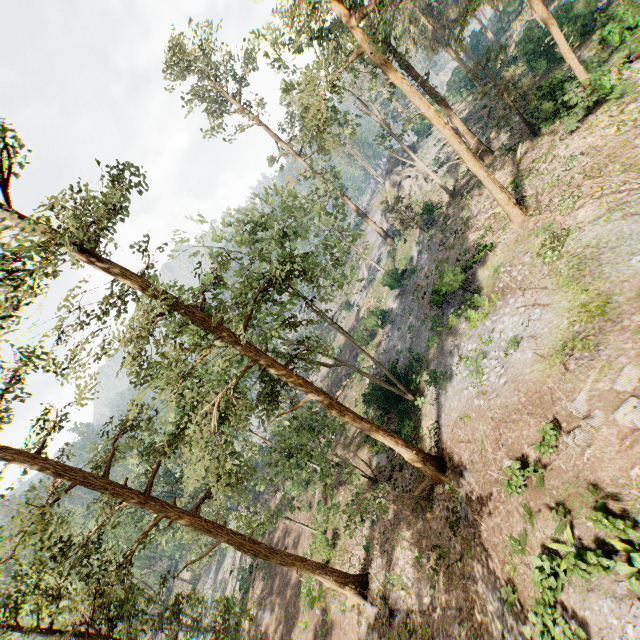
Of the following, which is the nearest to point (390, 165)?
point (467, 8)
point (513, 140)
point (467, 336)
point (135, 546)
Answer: point (513, 140)

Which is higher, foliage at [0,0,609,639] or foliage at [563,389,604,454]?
foliage at [0,0,609,639]

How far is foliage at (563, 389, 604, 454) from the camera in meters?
10.6 m

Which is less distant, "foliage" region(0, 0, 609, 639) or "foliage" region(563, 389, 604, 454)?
"foliage" region(563, 389, 604, 454)

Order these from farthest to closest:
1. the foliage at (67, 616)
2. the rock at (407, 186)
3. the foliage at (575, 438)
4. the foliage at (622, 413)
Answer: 1. the rock at (407, 186)
2. the foliage at (67, 616)
3. the foliage at (575, 438)
4. the foliage at (622, 413)

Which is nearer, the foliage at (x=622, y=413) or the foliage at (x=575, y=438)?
the foliage at (x=622, y=413)

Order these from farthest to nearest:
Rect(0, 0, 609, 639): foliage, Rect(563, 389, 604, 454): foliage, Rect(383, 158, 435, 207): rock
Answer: Rect(383, 158, 435, 207): rock
Rect(0, 0, 609, 639): foliage
Rect(563, 389, 604, 454): foliage
